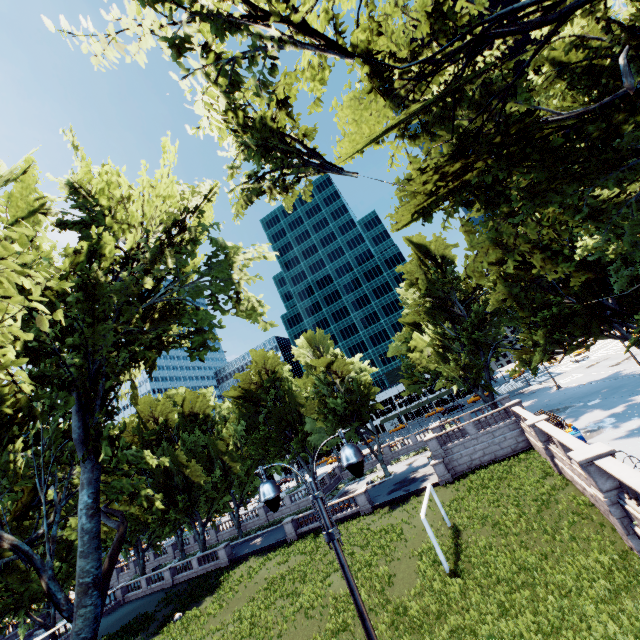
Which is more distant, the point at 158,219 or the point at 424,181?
the point at 158,219

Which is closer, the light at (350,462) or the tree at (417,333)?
the light at (350,462)

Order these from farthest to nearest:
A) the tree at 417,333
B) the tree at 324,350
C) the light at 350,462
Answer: the tree at 324,350 < the tree at 417,333 < the light at 350,462

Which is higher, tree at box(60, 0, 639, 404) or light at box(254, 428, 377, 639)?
tree at box(60, 0, 639, 404)

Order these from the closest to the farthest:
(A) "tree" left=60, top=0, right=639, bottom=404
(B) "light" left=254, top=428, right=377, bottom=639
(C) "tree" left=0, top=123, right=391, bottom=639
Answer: (B) "light" left=254, top=428, right=377, bottom=639 < (A) "tree" left=60, top=0, right=639, bottom=404 < (C) "tree" left=0, top=123, right=391, bottom=639

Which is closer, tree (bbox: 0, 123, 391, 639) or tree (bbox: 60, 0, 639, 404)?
tree (bbox: 60, 0, 639, 404)

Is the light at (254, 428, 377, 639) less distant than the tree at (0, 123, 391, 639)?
Yes
